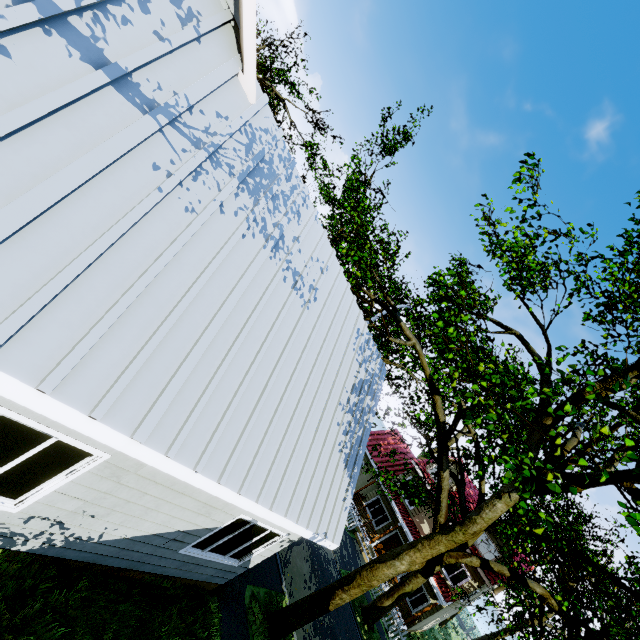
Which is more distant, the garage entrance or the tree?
the garage entrance

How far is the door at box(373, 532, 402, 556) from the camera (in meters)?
23.12

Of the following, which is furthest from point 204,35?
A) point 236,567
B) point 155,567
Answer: point 236,567

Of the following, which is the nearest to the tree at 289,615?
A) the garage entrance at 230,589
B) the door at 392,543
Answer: the garage entrance at 230,589

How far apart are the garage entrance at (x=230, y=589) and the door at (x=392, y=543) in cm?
1818

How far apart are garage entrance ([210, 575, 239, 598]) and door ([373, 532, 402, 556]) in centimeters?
1818cm

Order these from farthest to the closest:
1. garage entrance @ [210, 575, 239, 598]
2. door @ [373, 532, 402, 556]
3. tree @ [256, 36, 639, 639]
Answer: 1. door @ [373, 532, 402, 556]
2. garage entrance @ [210, 575, 239, 598]
3. tree @ [256, 36, 639, 639]

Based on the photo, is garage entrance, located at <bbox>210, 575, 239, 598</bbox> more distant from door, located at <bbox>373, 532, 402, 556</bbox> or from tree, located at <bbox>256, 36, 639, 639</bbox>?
door, located at <bbox>373, 532, 402, 556</bbox>
